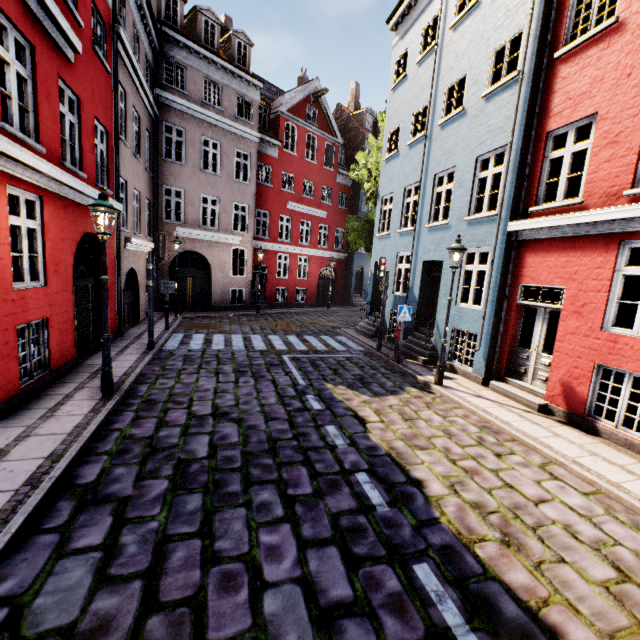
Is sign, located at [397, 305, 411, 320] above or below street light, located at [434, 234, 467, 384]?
below

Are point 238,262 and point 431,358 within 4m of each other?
no

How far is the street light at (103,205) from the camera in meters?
5.8

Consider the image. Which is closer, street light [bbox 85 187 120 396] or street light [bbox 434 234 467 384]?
street light [bbox 85 187 120 396]

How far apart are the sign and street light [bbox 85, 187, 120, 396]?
7.7 meters

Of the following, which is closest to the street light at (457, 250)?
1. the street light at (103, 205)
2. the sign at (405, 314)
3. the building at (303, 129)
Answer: the building at (303, 129)

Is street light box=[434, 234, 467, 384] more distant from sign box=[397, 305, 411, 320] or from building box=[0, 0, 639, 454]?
sign box=[397, 305, 411, 320]

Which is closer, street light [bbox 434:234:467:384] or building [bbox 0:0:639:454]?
building [bbox 0:0:639:454]
